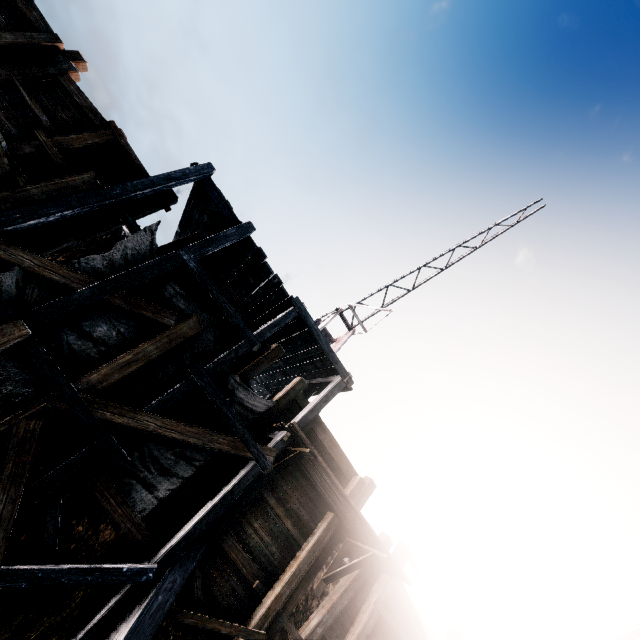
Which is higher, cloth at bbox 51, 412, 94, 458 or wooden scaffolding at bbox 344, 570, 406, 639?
wooden scaffolding at bbox 344, 570, 406, 639

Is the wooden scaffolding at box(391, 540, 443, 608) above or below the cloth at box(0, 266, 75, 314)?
above

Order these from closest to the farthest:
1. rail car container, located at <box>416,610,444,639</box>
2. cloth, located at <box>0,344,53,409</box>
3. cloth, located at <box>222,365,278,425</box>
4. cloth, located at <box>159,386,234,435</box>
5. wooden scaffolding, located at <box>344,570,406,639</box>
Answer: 1. cloth, located at <box>0,344,53,409</box>
2. cloth, located at <box>159,386,234,435</box>
3. cloth, located at <box>222,365,278,425</box>
4. wooden scaffolding, located at <box>344,570,406,639</box>
5. rail car container, located at <box>416,610,444,639</box>

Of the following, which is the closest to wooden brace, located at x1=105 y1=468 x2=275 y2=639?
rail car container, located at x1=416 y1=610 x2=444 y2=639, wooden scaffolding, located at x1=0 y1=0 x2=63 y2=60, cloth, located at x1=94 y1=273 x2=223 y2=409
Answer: wooden scaffolding, located at x1=0 y1=0 x2=63 y2=60

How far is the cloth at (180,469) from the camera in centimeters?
749cm

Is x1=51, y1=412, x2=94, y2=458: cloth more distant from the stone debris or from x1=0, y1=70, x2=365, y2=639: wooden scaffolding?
the stone debris

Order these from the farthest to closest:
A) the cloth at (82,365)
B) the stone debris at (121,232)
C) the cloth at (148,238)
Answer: the stone debris at (121,232) < the cloth at (148,238) < the cloth at (82,365)

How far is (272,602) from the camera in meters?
8.7 m
